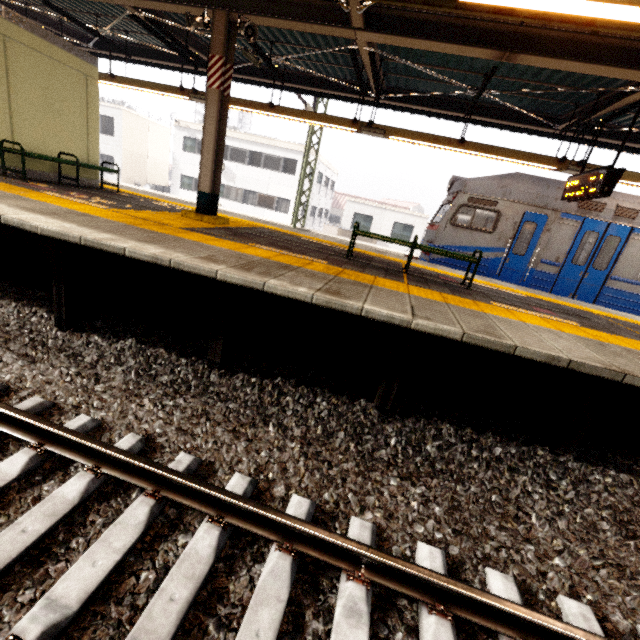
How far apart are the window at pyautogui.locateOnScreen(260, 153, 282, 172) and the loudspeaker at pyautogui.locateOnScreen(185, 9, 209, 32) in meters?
20.8 m

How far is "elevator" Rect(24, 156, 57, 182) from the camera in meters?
7.1

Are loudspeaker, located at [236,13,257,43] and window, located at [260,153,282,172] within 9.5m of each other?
no

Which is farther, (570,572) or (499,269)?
(499,269)

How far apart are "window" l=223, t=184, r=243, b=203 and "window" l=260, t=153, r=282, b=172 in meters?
2.1 m

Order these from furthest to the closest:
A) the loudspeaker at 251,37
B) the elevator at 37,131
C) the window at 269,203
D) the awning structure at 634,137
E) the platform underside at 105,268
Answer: the window at 269,203 < the awning structure at 634,137 < the elevator at 37,131 < the loudspeaker at 251,37 < the platform underside at 105,268

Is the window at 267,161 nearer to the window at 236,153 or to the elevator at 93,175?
the window at 236,153

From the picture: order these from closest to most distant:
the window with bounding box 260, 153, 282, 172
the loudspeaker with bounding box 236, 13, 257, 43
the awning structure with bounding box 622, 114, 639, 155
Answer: the loudspeaker with bounding box 236, 13, 257, 43, the awning structure with bounding box 622, 114, 639, 155, the window with bounding box 260, 153, 282, 172
